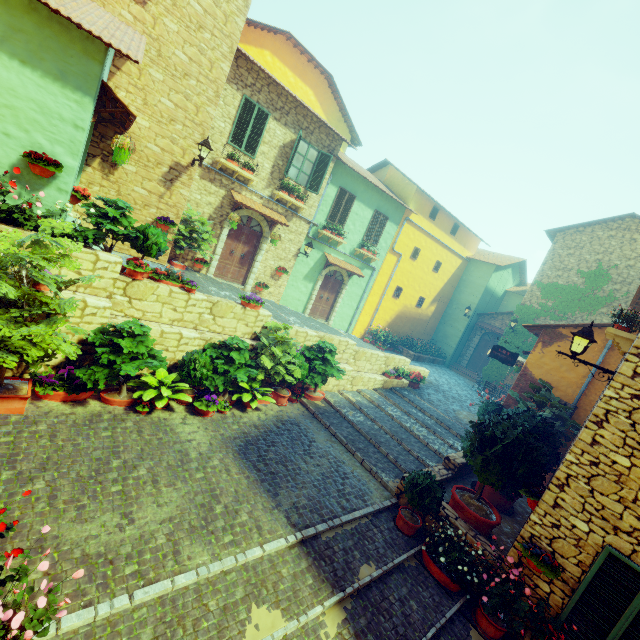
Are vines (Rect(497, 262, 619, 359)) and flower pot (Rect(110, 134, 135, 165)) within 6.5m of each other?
no

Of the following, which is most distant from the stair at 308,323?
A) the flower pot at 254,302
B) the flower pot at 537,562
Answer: the flower pot at 537,562

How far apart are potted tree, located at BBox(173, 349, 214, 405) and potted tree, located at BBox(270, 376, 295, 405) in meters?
2.4 m

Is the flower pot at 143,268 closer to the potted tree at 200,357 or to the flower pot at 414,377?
the potted tree at 200,357

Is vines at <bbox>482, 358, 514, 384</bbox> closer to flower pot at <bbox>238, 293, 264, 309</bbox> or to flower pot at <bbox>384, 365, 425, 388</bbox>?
flower pot at <bbox>384, 365, 425, 388</bbox>

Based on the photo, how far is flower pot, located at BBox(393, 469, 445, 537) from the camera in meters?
6.4 m

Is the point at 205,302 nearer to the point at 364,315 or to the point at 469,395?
the point at 364,315

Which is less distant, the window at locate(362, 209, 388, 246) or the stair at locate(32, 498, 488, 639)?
the stair at locate(32, 498, 488, 639)
